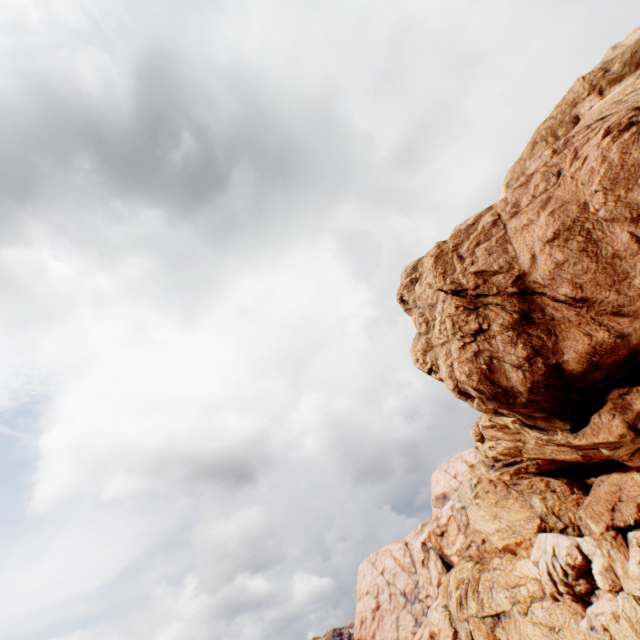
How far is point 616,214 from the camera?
13.9 meters
